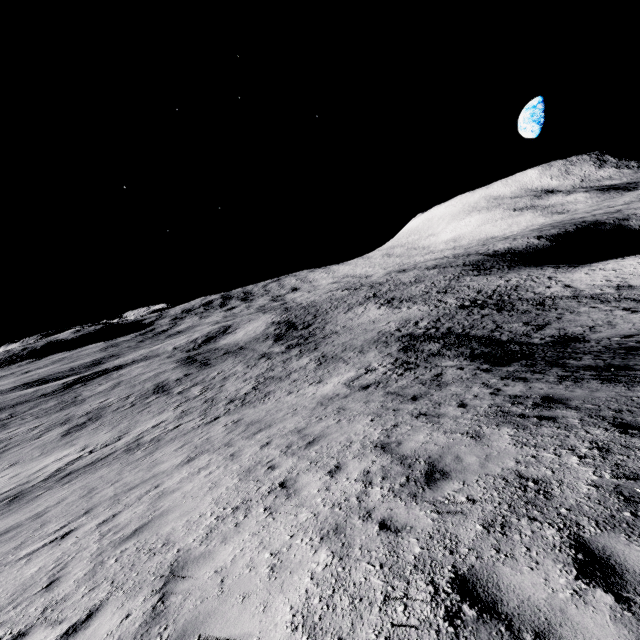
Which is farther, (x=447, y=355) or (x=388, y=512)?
(x=447, y=355)
